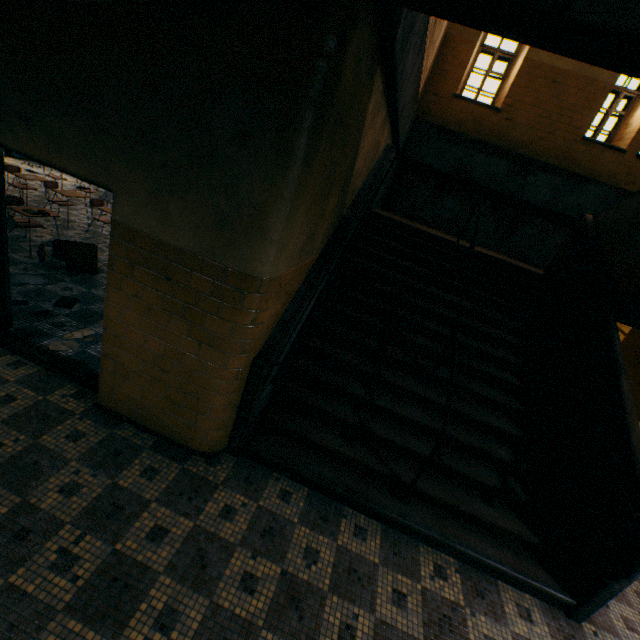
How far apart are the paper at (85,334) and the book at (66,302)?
0.6 meters

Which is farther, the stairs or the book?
the book

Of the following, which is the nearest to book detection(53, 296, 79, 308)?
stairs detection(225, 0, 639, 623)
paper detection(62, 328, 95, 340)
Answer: paper detection(62, 328, 95, 340)

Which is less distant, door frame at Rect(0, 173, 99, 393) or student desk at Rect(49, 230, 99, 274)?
Result: door frame at Rect(0, 173, 99, 393)

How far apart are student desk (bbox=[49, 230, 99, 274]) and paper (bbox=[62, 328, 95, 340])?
1.8 meters

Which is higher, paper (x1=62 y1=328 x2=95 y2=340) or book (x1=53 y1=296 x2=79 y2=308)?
book (x1=53 y1=296 x2=79 y2=308)

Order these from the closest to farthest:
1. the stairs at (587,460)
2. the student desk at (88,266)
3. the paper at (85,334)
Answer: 1. the stairs at (587,460)
2. the paper at (85,334)
3. the student desk at (88,266)

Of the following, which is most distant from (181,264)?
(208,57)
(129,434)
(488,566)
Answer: (488,566)
